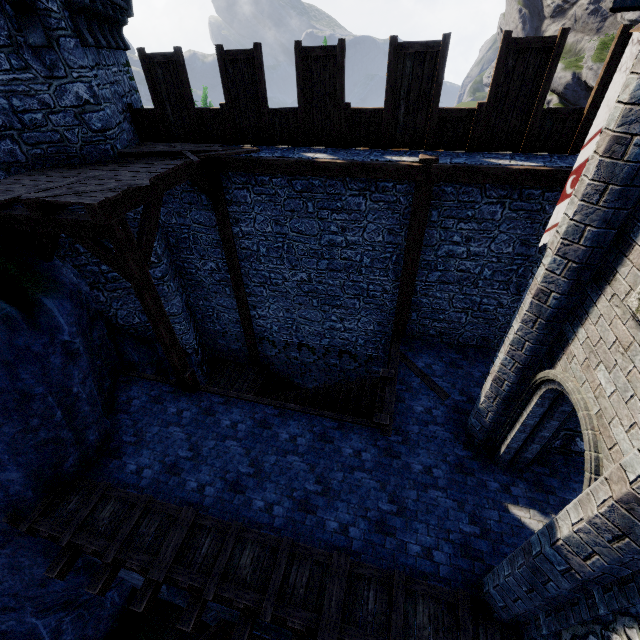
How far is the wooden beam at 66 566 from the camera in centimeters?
628cm

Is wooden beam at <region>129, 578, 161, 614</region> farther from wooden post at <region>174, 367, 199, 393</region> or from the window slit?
the window slit

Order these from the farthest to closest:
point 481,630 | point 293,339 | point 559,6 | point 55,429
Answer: point 559,6 < point 293,339 < point 55,429 < point 481,630

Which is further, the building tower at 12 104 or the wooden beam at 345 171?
the wooden beam at 345 171

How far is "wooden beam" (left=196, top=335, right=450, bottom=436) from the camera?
7.6 meters

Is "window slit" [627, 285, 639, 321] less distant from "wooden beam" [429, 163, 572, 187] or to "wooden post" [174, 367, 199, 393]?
"wooden beam" [429, 163, 572, 187]

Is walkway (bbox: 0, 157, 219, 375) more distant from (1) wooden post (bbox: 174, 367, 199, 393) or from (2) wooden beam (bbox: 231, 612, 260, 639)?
(2) wooden beam (bbox: 231, 612, 260, 639)

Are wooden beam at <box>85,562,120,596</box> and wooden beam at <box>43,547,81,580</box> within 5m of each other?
yes
